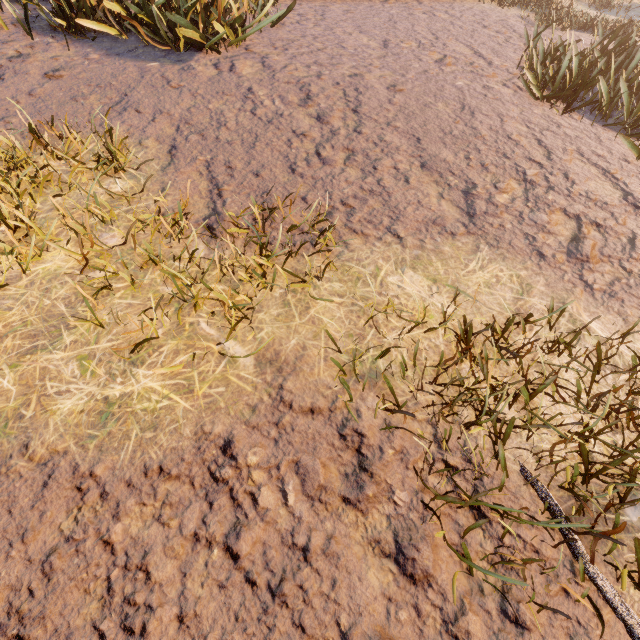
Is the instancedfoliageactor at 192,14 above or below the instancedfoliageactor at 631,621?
above

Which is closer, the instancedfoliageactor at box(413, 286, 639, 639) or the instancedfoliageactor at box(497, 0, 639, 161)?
the instancedfoliageactor at box(413, 286, 639, 639)

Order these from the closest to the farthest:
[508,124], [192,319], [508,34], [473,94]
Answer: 1. [192,319]
2. [508,124]
3. [473,94]
4. [508,34]

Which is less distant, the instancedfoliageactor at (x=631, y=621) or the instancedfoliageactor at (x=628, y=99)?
the instancedfoliageactor at (x=631, y=621)

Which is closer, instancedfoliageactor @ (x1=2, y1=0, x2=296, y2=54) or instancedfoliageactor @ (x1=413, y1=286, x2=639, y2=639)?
instancedfoliageactor @ (x1=413, y1=286, x2=639, y2=639)

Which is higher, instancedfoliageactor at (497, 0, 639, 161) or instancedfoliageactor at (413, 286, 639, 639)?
instancedfoliageactor at (497, 0, 639, 161)

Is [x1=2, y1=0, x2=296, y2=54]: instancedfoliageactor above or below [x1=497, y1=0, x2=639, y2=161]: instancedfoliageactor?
below
